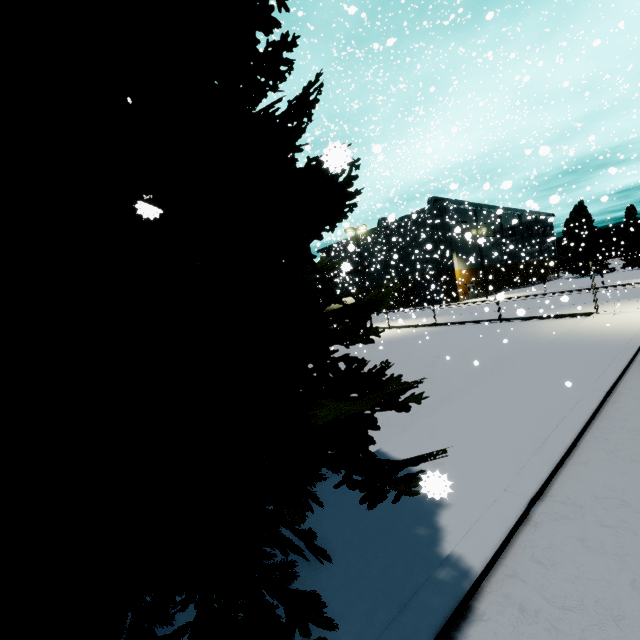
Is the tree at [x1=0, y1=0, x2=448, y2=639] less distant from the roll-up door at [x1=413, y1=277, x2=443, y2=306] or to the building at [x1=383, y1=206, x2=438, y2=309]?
the building at [x1=383, y1=206, x2=438, y2=309]

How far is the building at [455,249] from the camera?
37.6m

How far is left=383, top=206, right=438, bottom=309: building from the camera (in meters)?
46.09

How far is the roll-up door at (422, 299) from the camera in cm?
4224

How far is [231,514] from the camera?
3.5m

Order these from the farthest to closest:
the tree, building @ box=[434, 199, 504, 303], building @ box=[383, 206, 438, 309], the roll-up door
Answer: building @ box=[383, 206, 438, 309] → the roll-up door → building @ box=[434, 199, 504, 303] → the tree

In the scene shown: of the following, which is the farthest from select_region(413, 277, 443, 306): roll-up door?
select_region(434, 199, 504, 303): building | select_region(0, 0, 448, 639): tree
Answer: select_region(0, 0, 448, 639): tree

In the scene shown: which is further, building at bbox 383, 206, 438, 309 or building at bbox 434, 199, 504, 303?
building at bbox 383, 206, 438, 309
